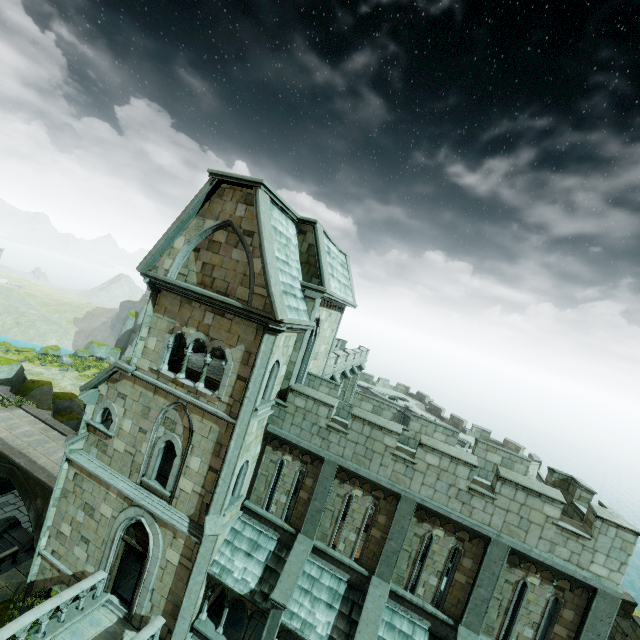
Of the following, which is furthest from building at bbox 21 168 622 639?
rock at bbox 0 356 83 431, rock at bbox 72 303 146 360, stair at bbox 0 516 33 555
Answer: stair at bbox 0 516 33 555

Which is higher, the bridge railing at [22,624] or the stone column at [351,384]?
the stone column at [351,384]

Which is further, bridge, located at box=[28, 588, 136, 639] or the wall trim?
the wall trim

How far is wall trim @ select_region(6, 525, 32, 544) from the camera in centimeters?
1920cm

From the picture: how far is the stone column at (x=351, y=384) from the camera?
→ 23.2 meters

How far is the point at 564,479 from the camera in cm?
1344

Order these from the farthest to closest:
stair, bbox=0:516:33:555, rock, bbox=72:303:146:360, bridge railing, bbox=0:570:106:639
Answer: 1. rock, bbox=72:303:146:360
2. stair, bbox=0:516:33:555
3. bridge railing, bbox=0:570:106:639

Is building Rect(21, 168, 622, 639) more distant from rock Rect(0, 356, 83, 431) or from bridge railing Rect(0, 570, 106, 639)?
rock Rect(0, 356, 83, 431)
